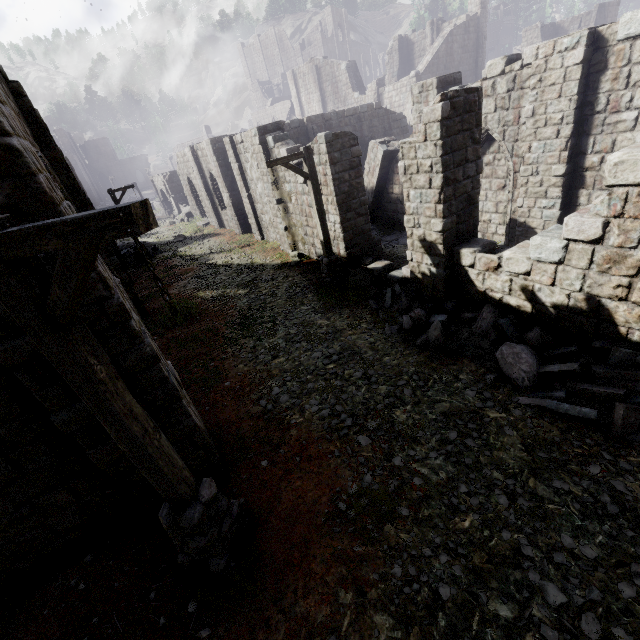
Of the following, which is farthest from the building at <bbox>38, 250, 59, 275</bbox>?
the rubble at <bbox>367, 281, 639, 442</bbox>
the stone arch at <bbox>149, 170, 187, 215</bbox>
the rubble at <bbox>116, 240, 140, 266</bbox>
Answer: the stone arch at <bbox>149, 170, 187, 215</bbox>

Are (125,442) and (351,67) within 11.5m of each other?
no

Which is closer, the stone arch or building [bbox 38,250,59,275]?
building [bbox 38,250,59,275]

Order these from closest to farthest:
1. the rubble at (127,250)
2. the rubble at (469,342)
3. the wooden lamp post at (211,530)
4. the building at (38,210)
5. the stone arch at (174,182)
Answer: the wooden lamp post at (211,530) < the building at (38,210) < the rubble at (469,342) < the rubble at (127,250) < the stone arch at (174,182)

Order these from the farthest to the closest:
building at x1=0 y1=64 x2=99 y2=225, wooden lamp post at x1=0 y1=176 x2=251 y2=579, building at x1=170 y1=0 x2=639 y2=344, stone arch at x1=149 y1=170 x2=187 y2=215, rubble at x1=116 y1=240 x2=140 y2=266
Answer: stone arch at x1=149 y1=170 x2=187 y2=215 → rubble at x1=116 y1=240 x2=140 y2=266 → building at x1=170 y1=0 x2=639 y2=344 → building at x1=0 y1=64 x2=99 y2=225 → wooden lamp post at x1=0 y1=176 x2=251 y2=579

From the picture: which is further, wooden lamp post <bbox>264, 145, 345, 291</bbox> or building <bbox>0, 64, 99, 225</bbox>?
wooden lamp post <bbox>264, 145, 345, 291</bbox>

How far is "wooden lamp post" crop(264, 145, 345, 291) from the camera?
9.7 meters

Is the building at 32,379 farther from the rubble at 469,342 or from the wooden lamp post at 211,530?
the wooden lamp post at 211,530
